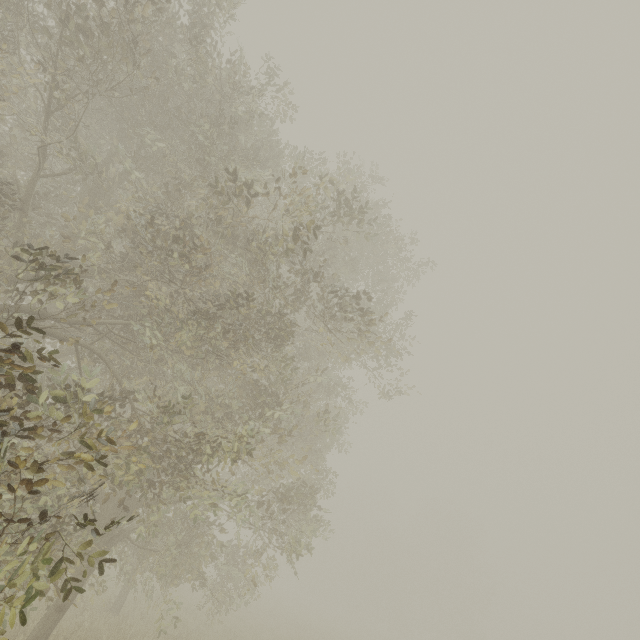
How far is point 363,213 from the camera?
7.65m
